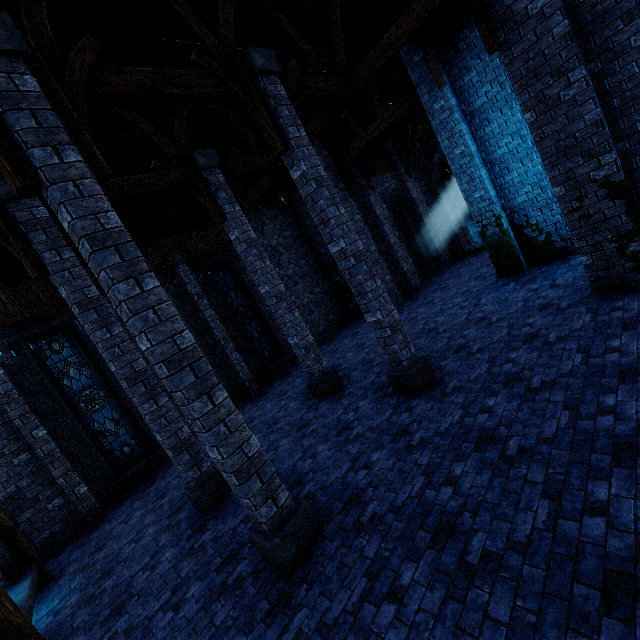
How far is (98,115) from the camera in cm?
764

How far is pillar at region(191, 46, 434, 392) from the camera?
5.8 meters

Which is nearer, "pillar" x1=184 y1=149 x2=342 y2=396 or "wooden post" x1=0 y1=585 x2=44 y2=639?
"wooden post" x1=0 y1=585 x2=44 y2=639

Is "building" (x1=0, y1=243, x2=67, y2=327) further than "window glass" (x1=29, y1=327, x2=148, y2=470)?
No

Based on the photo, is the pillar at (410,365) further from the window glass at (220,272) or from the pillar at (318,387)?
the window glass at (220,272)

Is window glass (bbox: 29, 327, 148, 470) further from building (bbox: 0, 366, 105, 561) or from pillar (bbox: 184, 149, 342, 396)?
pillar (bbox: 184, 149, 342, 396)

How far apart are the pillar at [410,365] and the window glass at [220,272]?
7.7m

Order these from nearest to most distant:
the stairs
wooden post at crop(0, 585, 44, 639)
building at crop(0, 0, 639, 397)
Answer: wooden post at crop(0, 585, 44, 639), building at crop(0, 0, 639, 397), the stairs
